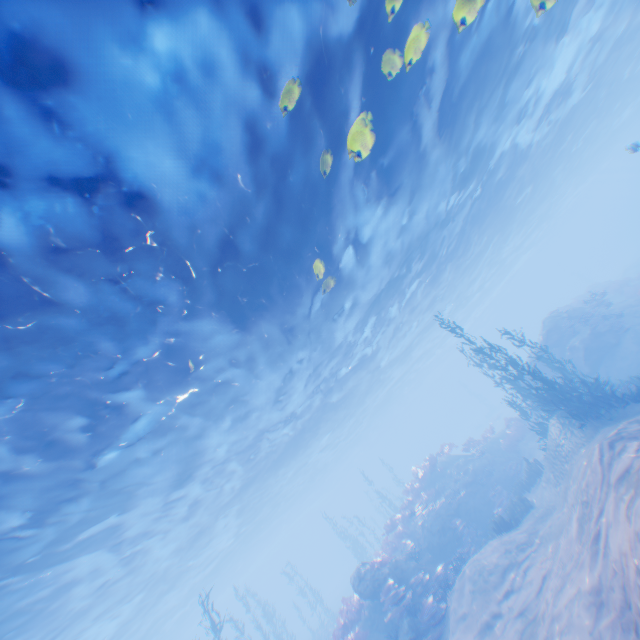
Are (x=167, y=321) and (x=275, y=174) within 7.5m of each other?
yes

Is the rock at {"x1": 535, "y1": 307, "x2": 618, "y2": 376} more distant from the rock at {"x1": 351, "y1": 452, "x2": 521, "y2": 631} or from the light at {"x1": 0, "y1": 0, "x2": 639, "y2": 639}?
the rock at {"x1": 351, "y1": 452, "x2": 521, "y2": 631}

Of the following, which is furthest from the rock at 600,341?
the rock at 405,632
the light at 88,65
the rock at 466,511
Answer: the rock at 405,632

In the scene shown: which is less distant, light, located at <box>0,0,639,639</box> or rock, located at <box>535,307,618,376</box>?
light, located at <box>0,0,639,639</box>

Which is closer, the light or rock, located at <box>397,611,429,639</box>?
the light

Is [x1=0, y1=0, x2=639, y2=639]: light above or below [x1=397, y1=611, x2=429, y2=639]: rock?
above

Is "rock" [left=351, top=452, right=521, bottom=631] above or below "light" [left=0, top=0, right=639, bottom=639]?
below
